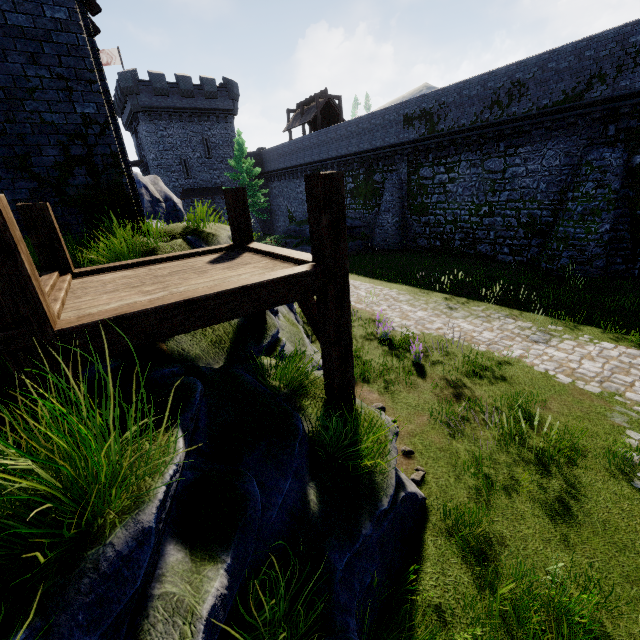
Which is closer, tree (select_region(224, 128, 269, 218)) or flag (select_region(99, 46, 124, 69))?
tree (select_region(224, 128, 269, 218))

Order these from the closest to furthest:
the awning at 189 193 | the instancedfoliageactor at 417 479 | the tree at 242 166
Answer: the instancedfoliageactor at 417 479, the tree at 242 166, the awning at 189 193

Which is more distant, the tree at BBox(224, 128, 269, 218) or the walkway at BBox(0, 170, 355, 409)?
the tree at BBox(224, 128, 269, 218)

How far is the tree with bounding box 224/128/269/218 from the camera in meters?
30.7

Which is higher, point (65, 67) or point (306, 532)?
point (65, 67)

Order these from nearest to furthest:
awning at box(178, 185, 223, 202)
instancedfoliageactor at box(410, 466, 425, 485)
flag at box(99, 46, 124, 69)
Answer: instancedfoliageactor at box(410, 466, 425, 485) → flag at box(99, 46, 124, 69) → awning at box(178, 185, 223, 202)

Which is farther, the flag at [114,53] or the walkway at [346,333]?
the flag at [114,53]

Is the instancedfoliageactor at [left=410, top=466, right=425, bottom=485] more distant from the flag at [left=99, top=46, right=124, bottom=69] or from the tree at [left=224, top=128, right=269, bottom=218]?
the flag at [left=99, top=46, right=124, bottom=69]
